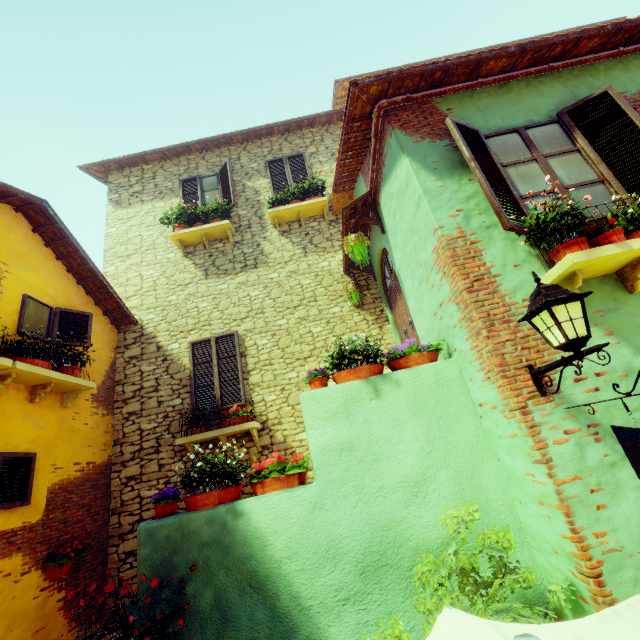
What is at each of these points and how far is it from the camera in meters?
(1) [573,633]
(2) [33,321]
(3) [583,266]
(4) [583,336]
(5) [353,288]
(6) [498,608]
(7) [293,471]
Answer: (1) table, 1.1
(2) window, 5.3
(3) window sill, 3.0
(4) street light, 2.4
(5) flower pot, 7.1
(6) potted tree, 2.0
(7) flower pot, 3.6

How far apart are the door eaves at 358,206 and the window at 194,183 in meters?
3.3

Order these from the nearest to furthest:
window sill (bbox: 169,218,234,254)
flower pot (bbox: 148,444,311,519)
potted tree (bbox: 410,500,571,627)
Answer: potted tree (bbox: 410,500,571,627)
flower pot (bbox: 148,444,311,519)
window sill (bbox: 169,218,234,254)

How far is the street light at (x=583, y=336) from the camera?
2.4m

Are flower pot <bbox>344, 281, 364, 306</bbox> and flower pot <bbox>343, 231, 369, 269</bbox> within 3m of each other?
yes

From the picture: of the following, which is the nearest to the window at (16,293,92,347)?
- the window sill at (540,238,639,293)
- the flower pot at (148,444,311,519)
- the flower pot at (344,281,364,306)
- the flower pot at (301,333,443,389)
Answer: the window sill at (540,238,639,293)

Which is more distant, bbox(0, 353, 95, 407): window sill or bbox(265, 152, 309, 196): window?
bbox(265, 152, 309, 196): window

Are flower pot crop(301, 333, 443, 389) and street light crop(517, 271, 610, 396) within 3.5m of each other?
yes
